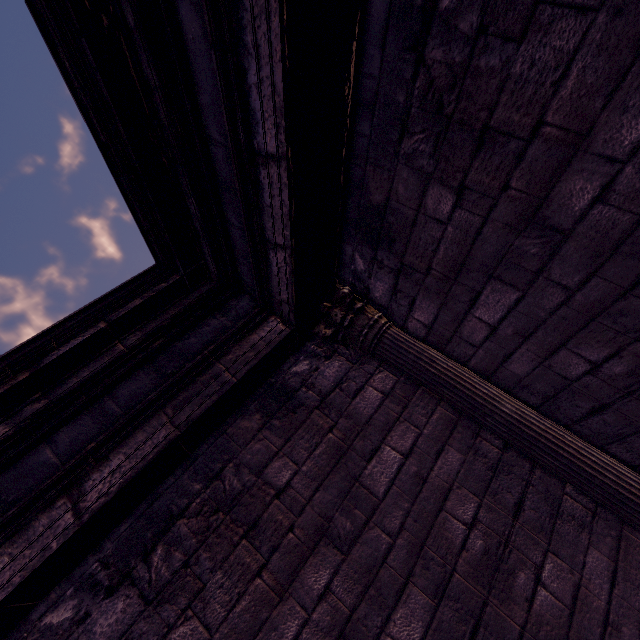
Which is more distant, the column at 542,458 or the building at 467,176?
the column at 542,458

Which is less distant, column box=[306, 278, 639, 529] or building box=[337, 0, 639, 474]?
building box=[337, 0, 639, 474]

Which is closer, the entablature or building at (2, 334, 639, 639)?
the entablature

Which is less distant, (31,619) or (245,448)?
(31,619)

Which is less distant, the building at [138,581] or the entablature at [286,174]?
the entablature at [286,174]

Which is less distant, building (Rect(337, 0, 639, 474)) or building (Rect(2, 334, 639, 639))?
building (Rect(337, 0, 639, 474))

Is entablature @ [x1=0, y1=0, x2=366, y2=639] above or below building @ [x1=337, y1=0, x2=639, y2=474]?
above

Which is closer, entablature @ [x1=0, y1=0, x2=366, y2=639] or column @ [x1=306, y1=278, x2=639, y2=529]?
entablature @ [x1=0, y1=0, x2=366, y2=639]
